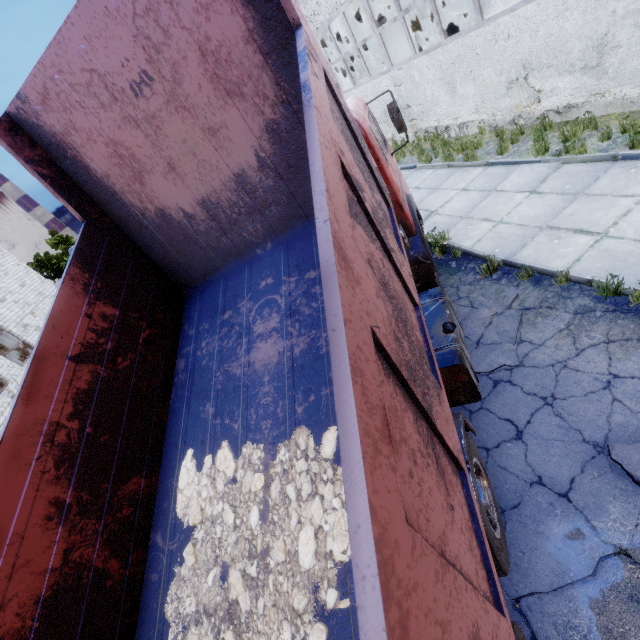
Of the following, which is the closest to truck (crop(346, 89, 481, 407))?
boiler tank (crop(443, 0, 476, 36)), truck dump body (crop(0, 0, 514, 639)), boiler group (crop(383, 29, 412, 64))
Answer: truck dump body (crop(0, 0, 514, 639))

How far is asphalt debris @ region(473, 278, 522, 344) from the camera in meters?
5.0

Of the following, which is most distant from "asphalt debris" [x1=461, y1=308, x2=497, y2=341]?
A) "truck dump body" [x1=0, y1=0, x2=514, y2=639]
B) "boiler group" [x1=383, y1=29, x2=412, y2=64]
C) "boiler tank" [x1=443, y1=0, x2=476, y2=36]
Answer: "boiler group" [x1=383, y1=29, x2=412, y2=64]

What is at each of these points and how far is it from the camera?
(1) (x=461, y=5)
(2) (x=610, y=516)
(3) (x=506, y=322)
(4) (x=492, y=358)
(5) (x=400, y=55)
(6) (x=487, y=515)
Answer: (1) boiler tank, 14.5m
(2) asphalt debris, 3.1m
(3) asphalt debris, 5.2m
(4) asphalt debris, 4.9m
(5) boiler group, 18.3m
(6) truck, 3.1m

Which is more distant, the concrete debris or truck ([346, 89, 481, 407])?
truck ([346, 89, 481, 407])

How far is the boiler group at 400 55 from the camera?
18.23m

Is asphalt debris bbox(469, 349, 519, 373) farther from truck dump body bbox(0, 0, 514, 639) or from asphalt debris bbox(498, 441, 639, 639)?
truck dump body bbox(0, 0, 514, 639)

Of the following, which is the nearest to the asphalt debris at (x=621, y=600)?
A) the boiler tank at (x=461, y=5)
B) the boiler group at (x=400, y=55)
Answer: the boiler tank at (x=461, y=5)
